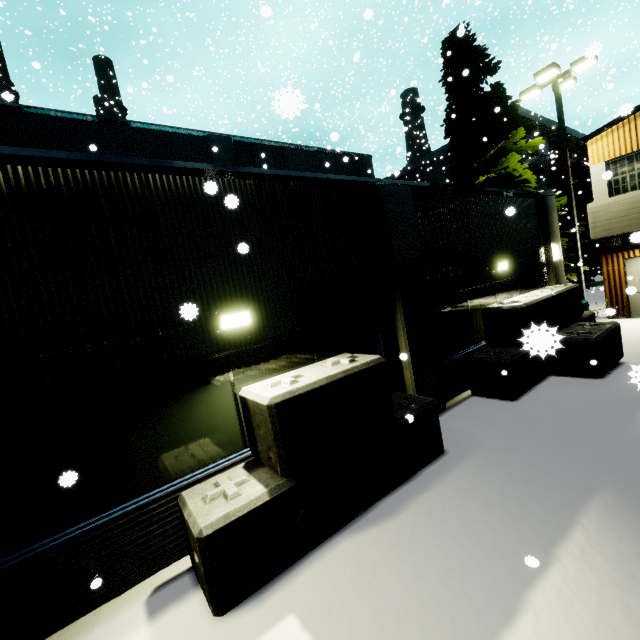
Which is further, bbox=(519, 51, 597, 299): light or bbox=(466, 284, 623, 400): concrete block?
bbox=(519, 51, 597, 299): light

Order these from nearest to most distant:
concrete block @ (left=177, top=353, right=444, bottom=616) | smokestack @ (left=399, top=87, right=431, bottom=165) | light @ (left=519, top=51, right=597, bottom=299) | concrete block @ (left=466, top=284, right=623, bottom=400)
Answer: concrete block @ (left=177, top=353, right=444, bottom=616)
concrete block @ (left=466, top=284, right=623, bottom=400)
light @ (left=519, top=51, right=597, bottom=299)
smokestack @ (left=399, top=87, right=431, bottom=165)

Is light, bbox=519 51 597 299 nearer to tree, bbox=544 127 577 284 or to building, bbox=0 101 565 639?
tree, bbox=544 127 577 284

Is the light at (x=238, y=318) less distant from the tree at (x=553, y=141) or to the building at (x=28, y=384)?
the building at (x=28, y=384)

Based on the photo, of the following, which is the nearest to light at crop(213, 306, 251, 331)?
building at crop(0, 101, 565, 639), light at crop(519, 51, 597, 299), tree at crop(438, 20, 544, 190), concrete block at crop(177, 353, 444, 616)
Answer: building at crop(0, 101, 565, 639)

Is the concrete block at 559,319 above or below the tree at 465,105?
below

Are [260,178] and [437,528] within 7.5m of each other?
yes

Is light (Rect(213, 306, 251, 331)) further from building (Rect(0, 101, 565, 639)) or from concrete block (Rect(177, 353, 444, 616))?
concrete block (Rect(177, 353, 444, 616))
